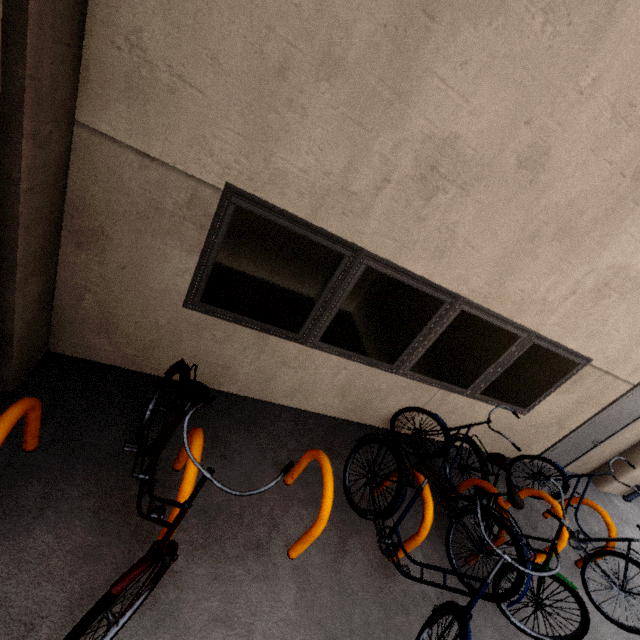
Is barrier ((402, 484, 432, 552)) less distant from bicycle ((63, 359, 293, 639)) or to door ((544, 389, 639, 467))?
bicycle ((63, 359, 293, 639))

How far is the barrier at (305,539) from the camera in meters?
2.3

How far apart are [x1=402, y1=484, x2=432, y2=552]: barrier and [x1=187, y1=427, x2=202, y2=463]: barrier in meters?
1.9

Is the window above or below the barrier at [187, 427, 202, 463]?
above

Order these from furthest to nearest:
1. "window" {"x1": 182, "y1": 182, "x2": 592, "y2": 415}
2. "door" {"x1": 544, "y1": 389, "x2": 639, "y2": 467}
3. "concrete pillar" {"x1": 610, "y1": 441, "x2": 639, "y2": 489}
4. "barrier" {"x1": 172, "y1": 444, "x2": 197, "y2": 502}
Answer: "concrete pillar" {"x1": 610, "y1": 441, "x2": 639, "y2": 489}
"door" {"x1": 544, "y1": 389, "x2": 639, "y2": 467}
"window" {"x1": 182, "y1": 182, "x2": 592, "y2": 415}
"barrier" {"x1": 172, "y1": 444, "x2": 197, "y2": 502}

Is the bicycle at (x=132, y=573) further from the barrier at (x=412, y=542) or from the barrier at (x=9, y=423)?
the barrier at (x=412, y=542)

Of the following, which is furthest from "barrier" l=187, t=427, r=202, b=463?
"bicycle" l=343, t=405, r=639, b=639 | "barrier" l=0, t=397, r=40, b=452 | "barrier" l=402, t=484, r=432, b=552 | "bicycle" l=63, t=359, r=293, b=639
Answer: "bicycle" l=343, t=405, r=639, b=639

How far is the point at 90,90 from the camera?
1.90m
